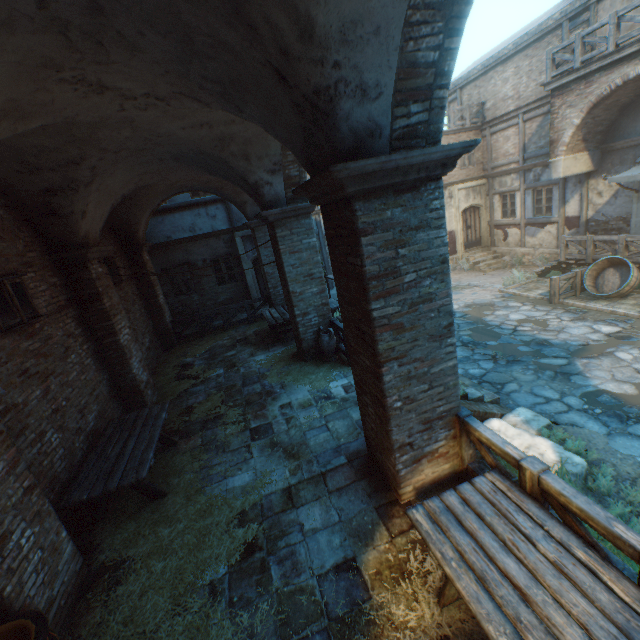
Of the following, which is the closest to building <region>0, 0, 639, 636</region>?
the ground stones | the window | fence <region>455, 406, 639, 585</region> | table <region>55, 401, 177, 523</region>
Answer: the ground stones

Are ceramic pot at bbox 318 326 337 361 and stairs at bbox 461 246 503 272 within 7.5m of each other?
no

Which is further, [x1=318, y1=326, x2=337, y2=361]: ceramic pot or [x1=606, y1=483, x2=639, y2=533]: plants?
[x1=318, y1=326, x2=337, y2=361]: ceramic pot

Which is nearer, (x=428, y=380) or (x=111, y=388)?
(x=428, y=380)

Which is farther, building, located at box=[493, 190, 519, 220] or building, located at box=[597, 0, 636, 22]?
building, located at box=[493, 190, 519, 220]

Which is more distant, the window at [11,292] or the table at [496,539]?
the window at [11,292]

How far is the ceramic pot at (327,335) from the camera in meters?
8.2 m

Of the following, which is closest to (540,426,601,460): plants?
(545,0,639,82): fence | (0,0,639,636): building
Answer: (0,0,639,636): building
